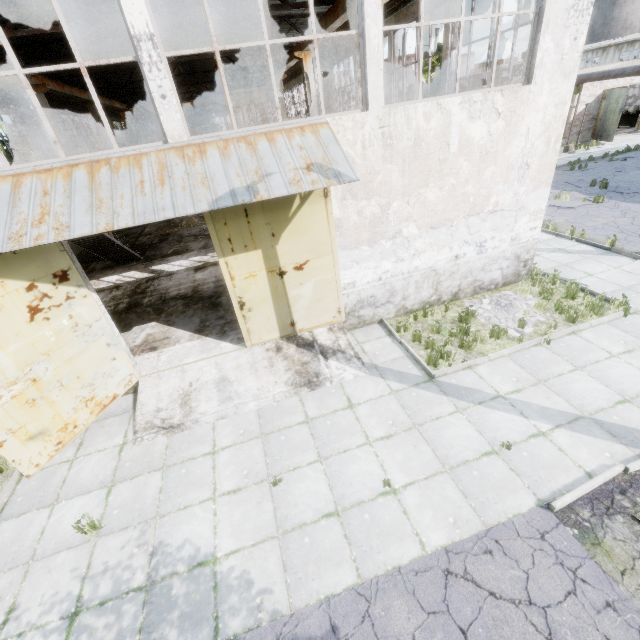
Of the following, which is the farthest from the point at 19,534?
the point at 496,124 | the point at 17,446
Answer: the point at 496,124

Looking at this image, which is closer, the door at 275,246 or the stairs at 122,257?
the door at 275,246

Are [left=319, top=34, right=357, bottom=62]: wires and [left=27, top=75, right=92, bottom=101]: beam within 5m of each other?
no

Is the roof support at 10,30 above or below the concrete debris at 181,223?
above

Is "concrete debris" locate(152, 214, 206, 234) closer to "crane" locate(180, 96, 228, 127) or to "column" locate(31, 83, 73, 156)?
"crane" locate(180, 96, 228, 127)

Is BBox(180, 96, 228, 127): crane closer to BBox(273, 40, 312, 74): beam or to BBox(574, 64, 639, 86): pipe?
BBox(273, 40, 312, 74): beam

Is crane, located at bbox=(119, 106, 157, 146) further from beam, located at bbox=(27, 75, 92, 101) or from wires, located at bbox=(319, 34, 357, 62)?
wires, located at bbox=(319, 34, 357, 62)

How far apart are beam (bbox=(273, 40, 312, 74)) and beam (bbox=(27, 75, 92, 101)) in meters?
11.8
